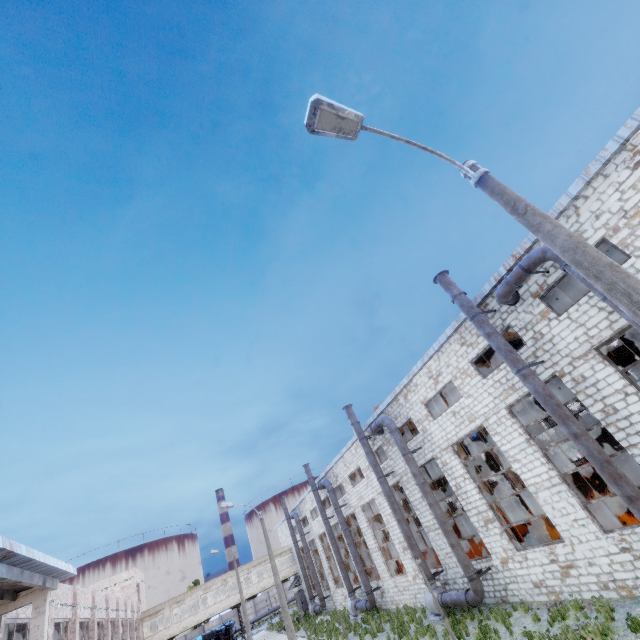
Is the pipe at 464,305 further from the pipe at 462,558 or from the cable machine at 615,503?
the pipe at 462,558

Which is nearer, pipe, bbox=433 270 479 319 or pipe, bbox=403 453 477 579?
pipe, bbox=433 270 479 319

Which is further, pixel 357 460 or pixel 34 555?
pixel 357 460

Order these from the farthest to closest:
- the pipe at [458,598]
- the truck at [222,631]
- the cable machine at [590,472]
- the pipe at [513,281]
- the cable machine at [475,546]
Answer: the truck at [222,631] < the cable machine at [590,472] < the cable machine at [475,546] < the pipe at [458,598] < the pipe at [513,281]

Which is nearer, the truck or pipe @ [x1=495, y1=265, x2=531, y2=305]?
pipe @ [x1=495, y1=265, x2=531, y2=305]

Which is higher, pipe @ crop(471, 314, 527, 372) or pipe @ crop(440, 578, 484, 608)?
pipe @ crop(471, 314, 527, 372)

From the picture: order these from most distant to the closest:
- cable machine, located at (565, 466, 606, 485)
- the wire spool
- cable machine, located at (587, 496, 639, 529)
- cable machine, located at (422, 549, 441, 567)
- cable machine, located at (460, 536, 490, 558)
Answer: cable machine, located at (565, 466, 606, 485), cable machine, located at (422, 549, 441, 567), the wire spool, cable machine, located at (460, 536, 490, 558), cable machine, located at (587, 496, 639, 529)

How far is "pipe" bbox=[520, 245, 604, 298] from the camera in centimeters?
1005cm
